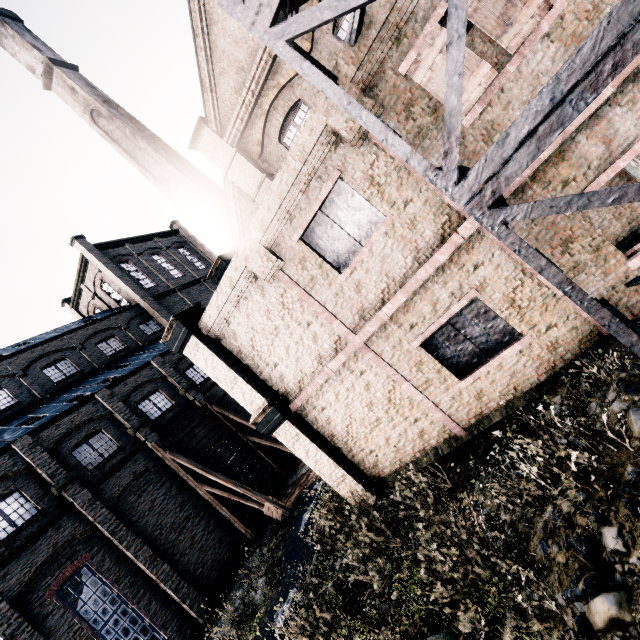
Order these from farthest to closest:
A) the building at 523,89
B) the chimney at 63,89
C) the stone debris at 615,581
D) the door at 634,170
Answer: the chimney at 63,89 < the door at 634,170 < the building at 523,89 < the stone debris at 615,581

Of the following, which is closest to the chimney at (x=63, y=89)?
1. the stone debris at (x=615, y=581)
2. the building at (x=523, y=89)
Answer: the building at (x=523, y=89)

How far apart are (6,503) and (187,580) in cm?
991

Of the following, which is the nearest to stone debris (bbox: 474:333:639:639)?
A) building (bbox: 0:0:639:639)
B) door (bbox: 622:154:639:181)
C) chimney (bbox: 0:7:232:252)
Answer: building (bbox: 0:0:639:639)

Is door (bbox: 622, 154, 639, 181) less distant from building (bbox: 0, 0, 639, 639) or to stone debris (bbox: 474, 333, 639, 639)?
building (bbox: 0, 0, 639, 639)

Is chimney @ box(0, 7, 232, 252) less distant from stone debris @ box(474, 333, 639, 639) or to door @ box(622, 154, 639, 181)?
stone debris @ box(474, 333, 639, 639)

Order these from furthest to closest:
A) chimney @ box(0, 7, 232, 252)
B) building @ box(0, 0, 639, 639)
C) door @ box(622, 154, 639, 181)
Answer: chimney @ box(0, 7, 232, 252)
door @ box(622, 154, 639, 181)
building @ box(0, 0, 639, 639)
